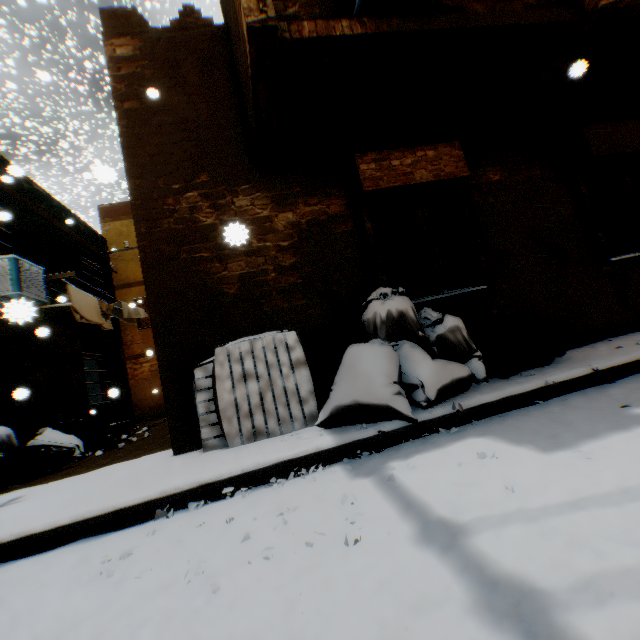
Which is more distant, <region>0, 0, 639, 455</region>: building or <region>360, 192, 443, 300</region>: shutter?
<region>360, 192, 443, 300</region>: shutter

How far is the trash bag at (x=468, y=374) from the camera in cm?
305

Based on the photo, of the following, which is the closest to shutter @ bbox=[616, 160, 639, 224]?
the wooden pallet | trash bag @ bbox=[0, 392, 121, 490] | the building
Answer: the building

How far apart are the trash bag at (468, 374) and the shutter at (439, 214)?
0.0 meters

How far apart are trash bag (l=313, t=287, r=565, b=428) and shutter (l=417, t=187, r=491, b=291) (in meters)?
0.01

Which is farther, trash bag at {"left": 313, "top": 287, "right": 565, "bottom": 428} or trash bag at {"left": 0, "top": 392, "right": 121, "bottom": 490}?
trash bag at {"left": 0, "top": 392, "right": 121, "bottom": 490}

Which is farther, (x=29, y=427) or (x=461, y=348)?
(x=29, y=427)
